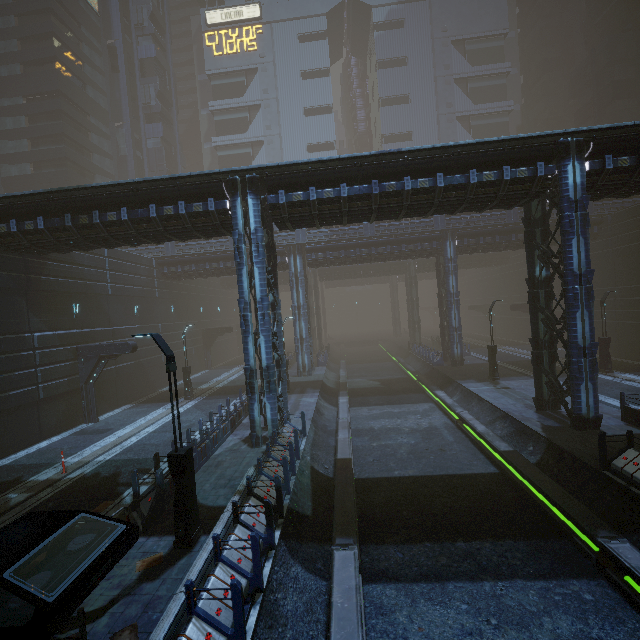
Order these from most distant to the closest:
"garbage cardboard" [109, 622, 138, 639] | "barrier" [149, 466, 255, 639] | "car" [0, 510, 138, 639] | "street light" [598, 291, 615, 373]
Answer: "street light" [598, 291, 615, 373] < "garbage cardboard" [109, 622, 138, 639] < "barrier" [149, 466, 255, 639] < "car" [0, 510, 138, 639]

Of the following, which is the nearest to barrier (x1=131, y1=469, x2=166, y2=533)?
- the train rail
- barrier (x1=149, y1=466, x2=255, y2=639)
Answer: barrier (x1=149, y1=466, x2=255, y2=639)

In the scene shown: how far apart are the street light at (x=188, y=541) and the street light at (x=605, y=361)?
26.40m

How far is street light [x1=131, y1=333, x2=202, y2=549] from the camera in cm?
826

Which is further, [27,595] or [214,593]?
[214,593]

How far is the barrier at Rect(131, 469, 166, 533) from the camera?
9.26m

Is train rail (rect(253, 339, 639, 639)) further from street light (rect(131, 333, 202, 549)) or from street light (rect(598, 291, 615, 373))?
street light (rect(598, 291, 615, 373))

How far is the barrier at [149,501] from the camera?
9.26m
